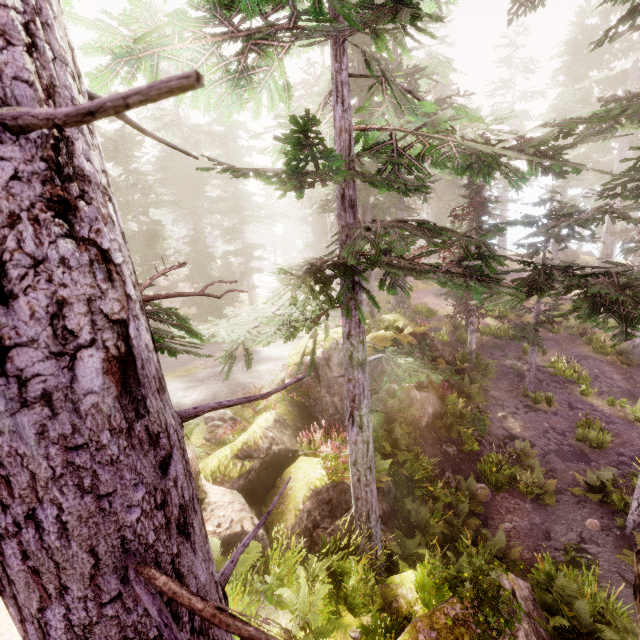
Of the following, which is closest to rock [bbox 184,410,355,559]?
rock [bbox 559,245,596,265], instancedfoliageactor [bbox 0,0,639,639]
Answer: instancedfoliageactor [bbox 0,0,639,639]

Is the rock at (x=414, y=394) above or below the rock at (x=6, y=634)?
below

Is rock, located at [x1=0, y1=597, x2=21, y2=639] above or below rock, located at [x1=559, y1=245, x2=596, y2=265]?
above

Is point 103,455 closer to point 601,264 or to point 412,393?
point 412,393

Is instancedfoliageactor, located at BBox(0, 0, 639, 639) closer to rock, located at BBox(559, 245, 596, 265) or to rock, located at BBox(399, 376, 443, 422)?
rock, located at BBox(399, 376, 443, 422)

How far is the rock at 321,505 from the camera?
7.0m
